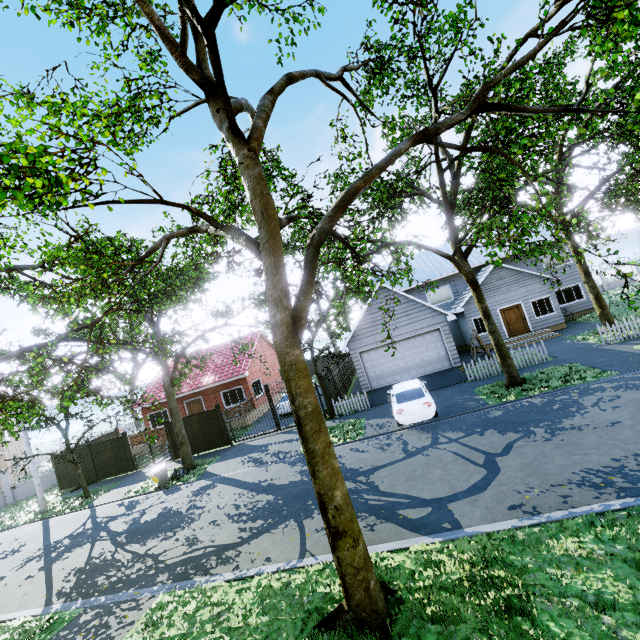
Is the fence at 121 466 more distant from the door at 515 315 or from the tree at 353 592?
the door at 515 315

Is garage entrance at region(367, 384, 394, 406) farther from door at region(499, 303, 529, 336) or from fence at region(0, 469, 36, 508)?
door at region(499, 303, 529, 336)

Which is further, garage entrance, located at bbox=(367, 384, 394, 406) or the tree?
garage entrance, located at bbox=(367, 384, 394, 406)

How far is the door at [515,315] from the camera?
22.6m

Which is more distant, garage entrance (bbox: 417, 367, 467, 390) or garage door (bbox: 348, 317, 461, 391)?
garage door (bbox: 348, 317, 461, 391)

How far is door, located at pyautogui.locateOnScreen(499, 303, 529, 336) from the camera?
22.6 meters

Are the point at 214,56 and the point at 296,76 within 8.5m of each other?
yes

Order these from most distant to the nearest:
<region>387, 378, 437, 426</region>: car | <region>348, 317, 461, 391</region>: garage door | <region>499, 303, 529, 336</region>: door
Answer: <region>499, 303, 529, 336</region>: door
<region>348, 317, 461, 391</region>: garage door
<region>387, 378, 437, 426</region>: car
